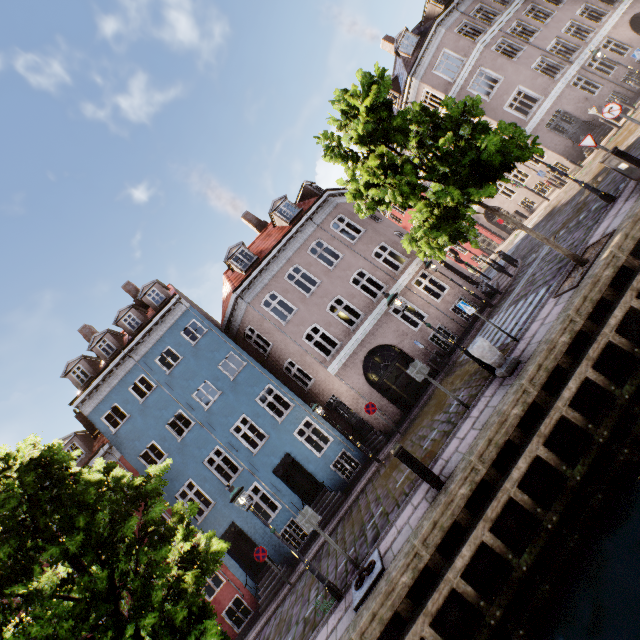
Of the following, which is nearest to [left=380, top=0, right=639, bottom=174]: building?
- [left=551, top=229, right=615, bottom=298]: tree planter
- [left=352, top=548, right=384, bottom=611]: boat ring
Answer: [left=551, top=229, right=615, bottom=298]: tree planter

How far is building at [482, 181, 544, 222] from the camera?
26.1 meters

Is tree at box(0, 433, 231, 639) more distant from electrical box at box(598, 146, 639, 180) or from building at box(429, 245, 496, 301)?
building at box(429, 245, 496, 301)

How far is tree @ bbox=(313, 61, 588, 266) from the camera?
7.91m

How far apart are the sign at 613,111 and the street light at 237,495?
16.91m

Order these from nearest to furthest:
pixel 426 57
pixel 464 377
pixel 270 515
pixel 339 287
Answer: pixel 464 377 → pixel 339 287 → pixel 270 515 → pixel 426 57

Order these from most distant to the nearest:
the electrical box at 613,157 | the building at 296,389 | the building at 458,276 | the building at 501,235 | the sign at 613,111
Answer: the building at 501,235 → the building at 458,276 → the building at 296,389 → the sign at 613,111 → the electrical box at 613,157
